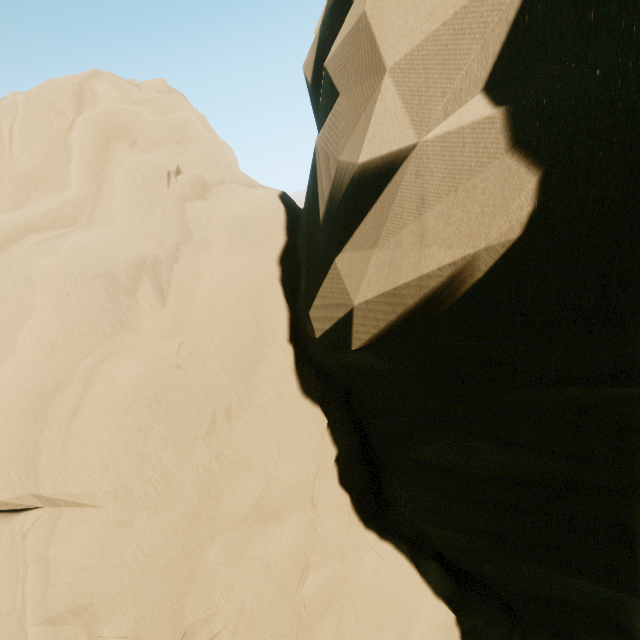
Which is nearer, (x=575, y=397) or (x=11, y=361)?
(x=575, y=397)
